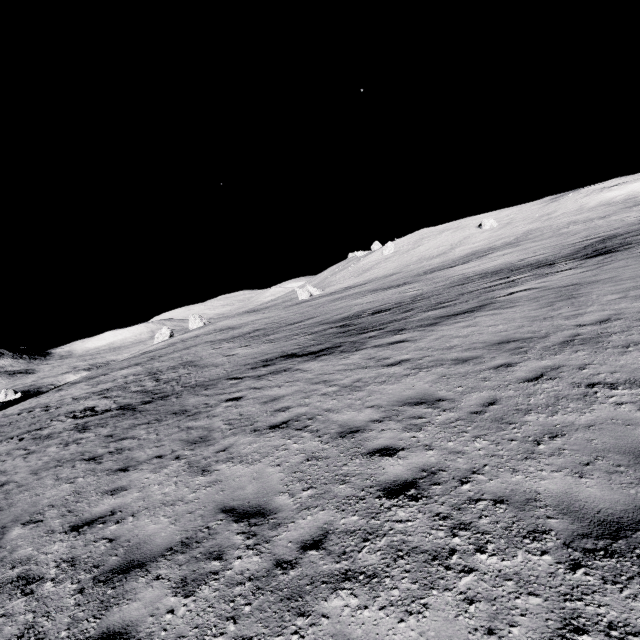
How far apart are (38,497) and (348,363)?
9.23m
